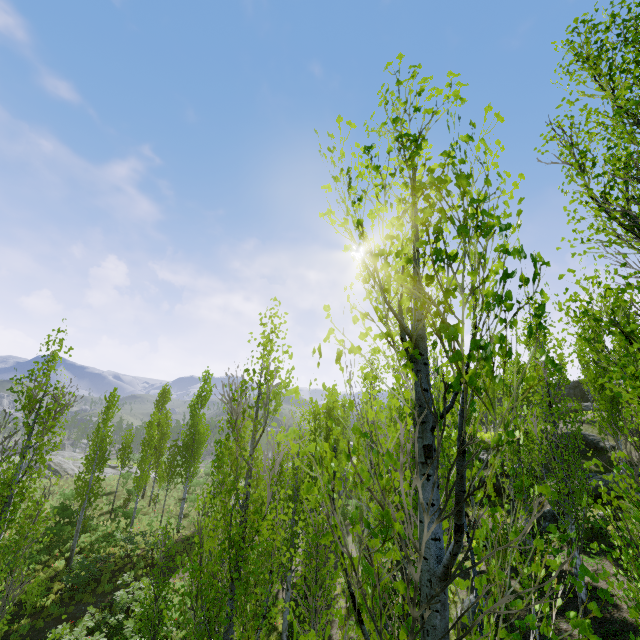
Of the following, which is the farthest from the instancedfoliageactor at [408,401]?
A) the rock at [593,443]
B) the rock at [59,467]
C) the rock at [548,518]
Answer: the rock at [593,443]

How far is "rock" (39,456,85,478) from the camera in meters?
36.0

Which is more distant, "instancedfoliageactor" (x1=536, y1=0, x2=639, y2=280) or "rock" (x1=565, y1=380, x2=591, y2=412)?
"rock" (x1=565, y1=380, x2=591, y2=412)

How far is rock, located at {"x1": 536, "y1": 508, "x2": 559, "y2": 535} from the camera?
16.4m

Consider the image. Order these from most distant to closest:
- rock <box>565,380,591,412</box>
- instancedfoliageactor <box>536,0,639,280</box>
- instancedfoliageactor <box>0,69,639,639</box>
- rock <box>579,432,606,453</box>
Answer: rock <box>565,380,591,412</box> → rock <box>579,432,606,453</box> → instancedfoliageactor <box>536,0,639,280</box> → instancedfoliageactor <box>0,69,639,639</box>

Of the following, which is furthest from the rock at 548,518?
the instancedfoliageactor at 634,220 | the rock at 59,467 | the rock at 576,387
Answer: the rock at 576,387

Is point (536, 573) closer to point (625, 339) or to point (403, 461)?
point (403, 461)

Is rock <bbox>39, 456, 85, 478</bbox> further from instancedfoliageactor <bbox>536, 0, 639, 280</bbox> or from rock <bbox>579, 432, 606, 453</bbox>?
rock <bbox>579, 432, 606, 453</bbox>
